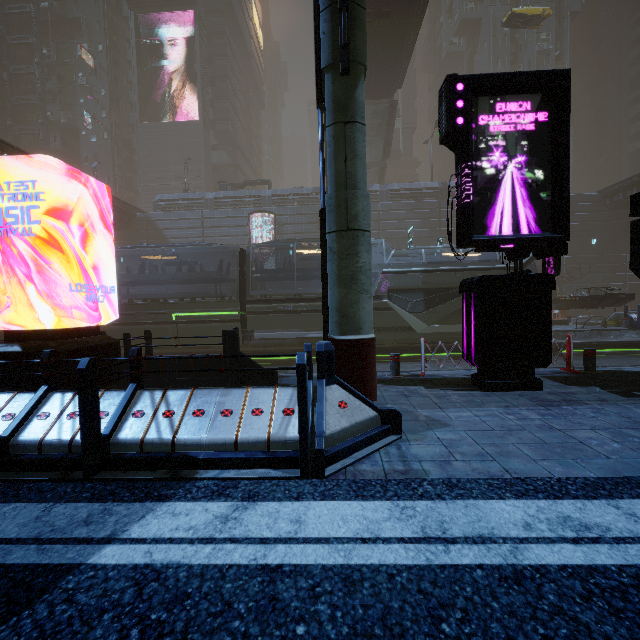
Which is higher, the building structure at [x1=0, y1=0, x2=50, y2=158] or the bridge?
the building structure at [x1=0, y1=0, x2=50, y2=158]

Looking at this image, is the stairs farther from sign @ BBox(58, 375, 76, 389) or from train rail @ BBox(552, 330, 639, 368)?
sign @ BBox(58, 375, 76, 389)

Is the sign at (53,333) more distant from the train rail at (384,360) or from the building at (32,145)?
the train rail at (384,360)

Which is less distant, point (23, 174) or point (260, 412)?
point (260, 412)

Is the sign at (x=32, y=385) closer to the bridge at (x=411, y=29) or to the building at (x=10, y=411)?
the building at (x=10, y=411)

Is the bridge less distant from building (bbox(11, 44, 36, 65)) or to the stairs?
the stairs

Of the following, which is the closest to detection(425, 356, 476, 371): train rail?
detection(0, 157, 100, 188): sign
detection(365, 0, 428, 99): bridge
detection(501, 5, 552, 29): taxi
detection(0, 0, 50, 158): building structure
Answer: detection(0, 157, 100, 188): sign

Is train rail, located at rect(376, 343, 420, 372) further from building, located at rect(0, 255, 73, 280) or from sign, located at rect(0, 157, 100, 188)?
sign, located at rect(0, 157, 100, 188)
